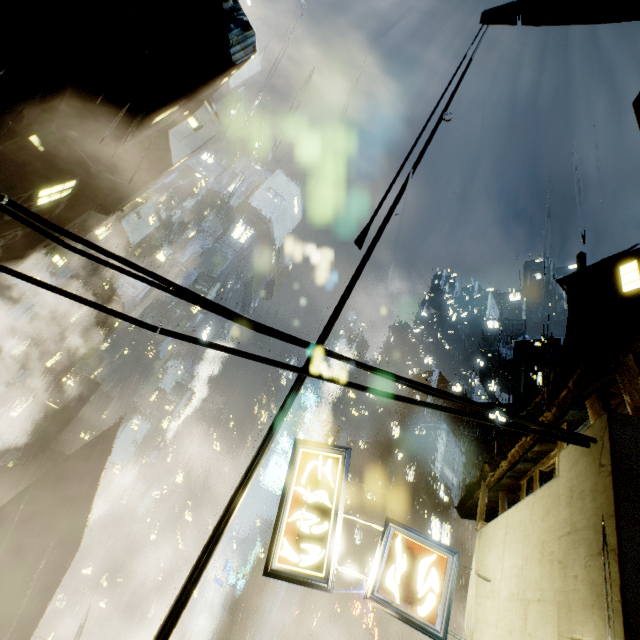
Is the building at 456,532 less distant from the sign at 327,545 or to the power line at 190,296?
the power line at 190,296

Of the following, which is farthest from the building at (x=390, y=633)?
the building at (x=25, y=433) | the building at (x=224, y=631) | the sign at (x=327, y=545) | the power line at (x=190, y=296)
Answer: the building at (x=25, y=433)

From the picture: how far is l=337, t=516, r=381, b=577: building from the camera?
39.2m

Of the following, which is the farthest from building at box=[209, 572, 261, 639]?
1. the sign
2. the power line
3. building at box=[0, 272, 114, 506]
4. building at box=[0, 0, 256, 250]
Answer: the power line

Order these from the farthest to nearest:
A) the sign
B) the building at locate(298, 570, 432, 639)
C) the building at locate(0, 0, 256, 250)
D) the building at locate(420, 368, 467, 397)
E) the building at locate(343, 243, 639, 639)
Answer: the building at locate(420, 368, 467, 397) < the building at locate(298, 570, 432, 639) < the building at locate(0, 0, 256, 250) < the sign < the building at locate(343, 243, 639, 639)

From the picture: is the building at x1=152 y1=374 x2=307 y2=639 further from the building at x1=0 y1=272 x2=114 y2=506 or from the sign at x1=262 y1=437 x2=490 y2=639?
the building at x1=0 y1=272 x2=114 y2=506

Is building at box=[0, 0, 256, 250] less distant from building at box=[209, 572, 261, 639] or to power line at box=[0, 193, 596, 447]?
power line at box=[0, 193, 596, 447]

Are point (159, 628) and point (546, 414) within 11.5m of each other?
yes
